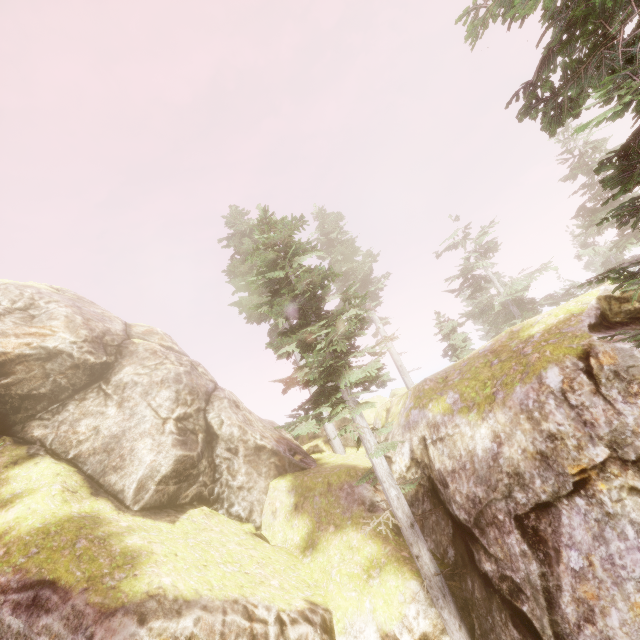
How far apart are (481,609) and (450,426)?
5.1 meters

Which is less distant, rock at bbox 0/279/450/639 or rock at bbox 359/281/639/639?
rock at bbox 359/281/639/639

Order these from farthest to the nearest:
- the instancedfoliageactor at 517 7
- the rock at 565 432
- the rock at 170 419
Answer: the rock at 170 419, the rock at 565 432, the instancedfoliageactor at 517 7

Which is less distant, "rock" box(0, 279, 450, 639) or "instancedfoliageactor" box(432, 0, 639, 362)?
"instancedfoliageactor" box(432, 0, 639, 362)

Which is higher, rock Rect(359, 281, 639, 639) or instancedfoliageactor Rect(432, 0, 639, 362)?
instancedfoliageactor Rect(432, 0, 639, 362)

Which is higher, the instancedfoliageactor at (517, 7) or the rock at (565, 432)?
the instancedfoliageactor at (517, 7)
